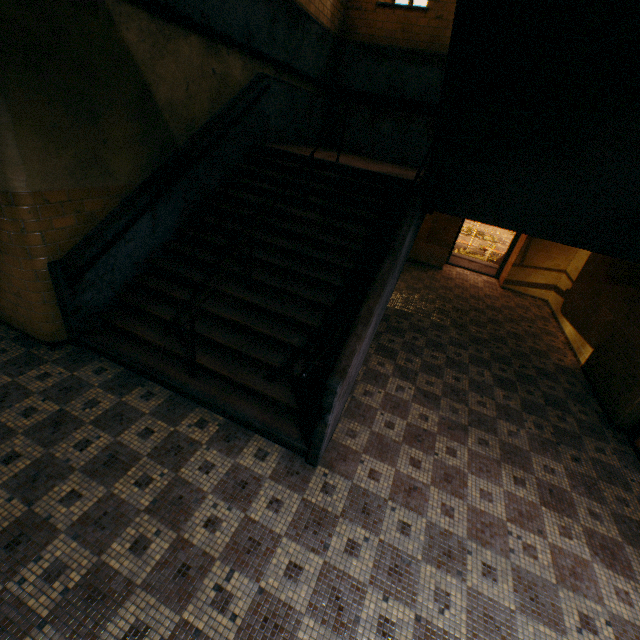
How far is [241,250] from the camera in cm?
495

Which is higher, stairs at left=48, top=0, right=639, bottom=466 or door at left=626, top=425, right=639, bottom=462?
stairs at left=48, top=0, right=639, bottom=466

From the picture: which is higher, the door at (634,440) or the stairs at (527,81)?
the stairs at (527,81)

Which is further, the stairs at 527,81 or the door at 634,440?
the door at 634,440

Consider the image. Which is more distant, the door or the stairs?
the door
